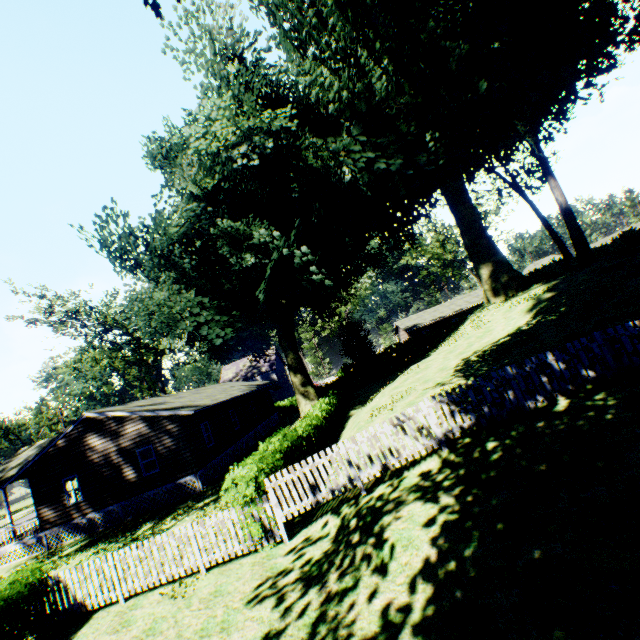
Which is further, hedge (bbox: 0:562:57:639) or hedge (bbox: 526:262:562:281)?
hedge (bbox: 526:262:562:281)

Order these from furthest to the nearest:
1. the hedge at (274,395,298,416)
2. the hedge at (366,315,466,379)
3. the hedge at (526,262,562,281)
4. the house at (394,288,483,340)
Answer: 1. the house at (394,288,483,340)
2. the hedge at (274,395,298,416)
3. the hedge at (366,315,466,379)
4. the hedge at (526,262,562,281)

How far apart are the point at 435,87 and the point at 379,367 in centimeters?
3206cm

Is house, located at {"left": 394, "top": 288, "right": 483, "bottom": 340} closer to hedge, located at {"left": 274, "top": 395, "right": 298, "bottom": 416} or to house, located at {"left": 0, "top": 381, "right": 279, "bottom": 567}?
hedge, located at {"left": 274, "top": 395, "right": 298, "bottom": 416}

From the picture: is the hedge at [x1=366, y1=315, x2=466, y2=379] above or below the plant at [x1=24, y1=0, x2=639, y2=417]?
below

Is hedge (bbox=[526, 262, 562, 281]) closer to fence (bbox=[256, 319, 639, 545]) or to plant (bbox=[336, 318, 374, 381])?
plant (bbox=[336, 318, 374, 381])

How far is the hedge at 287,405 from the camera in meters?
42.7 m

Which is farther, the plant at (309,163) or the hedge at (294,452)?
the plant at (309,163)
